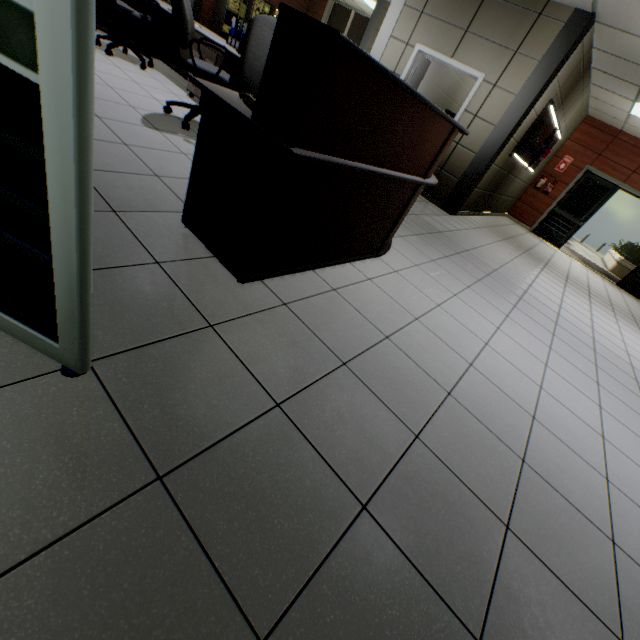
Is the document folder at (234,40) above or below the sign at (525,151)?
below

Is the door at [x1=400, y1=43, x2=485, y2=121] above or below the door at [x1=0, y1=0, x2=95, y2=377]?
above

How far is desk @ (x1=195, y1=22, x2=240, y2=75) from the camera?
4.0m

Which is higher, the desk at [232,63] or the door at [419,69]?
the door at [419,69]

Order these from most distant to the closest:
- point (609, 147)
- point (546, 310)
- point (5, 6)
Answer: point (609, 147)
point (546, 310)
point (5, 6)

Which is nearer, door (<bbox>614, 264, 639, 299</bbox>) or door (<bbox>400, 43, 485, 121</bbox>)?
door (<bbox>400, 43, 485, 121</bbox>)

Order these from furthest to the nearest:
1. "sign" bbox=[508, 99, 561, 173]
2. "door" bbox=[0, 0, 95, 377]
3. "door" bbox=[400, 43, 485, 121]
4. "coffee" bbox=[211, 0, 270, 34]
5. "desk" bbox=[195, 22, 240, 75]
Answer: "coffee" bbox=[211, 0, 270, 34]
"sign" bbox=[508, 99, 561, 173]
"door" bbox=[400, 43, 485, 121]
"desk" bbox=[195, 22, 240, 75]
"door" bbox=[0, 0, 95, 377]

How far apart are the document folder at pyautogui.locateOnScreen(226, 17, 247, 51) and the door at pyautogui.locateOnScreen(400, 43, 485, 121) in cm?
340
